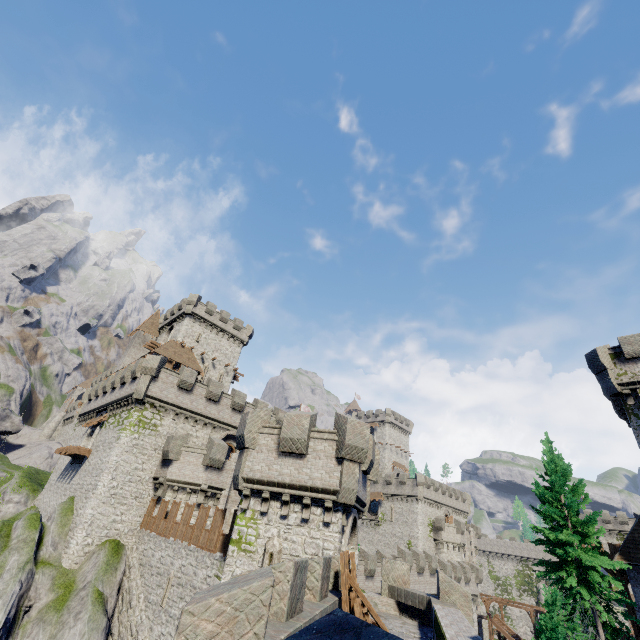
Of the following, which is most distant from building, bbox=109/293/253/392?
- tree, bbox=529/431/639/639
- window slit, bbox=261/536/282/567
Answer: tree, bbox=529/431/639/639

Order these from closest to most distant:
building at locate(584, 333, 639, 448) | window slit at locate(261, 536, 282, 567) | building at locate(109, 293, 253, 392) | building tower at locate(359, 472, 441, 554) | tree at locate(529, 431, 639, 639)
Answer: window slit at locate(261, 536, 282, 567), tree at locate(529, 431, 639, 639), building at locate(584, 333, 639, 448), building at locate(109, 293, 253, 392), building tower at locate(359, 472, 441, 554)

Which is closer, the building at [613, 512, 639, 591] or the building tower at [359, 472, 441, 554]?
the building at [613, 512, 639, 591]

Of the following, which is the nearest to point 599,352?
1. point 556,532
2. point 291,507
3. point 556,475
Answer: point 556,475

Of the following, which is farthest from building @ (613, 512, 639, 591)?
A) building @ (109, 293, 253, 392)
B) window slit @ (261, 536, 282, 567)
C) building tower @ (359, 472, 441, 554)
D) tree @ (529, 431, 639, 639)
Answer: building @ (109, 293, 253, 392)

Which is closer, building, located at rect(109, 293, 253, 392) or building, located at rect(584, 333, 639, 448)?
building, located at rect(584, 333, 639, 448)

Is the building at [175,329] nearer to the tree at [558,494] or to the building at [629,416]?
the tree at [558,494]

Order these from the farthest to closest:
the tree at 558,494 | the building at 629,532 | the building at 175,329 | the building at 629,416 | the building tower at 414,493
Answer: the building tower at 414,493 < the building at 175,329 < the building at 629,416 < the building at 629,532 < the tree at 558,494
